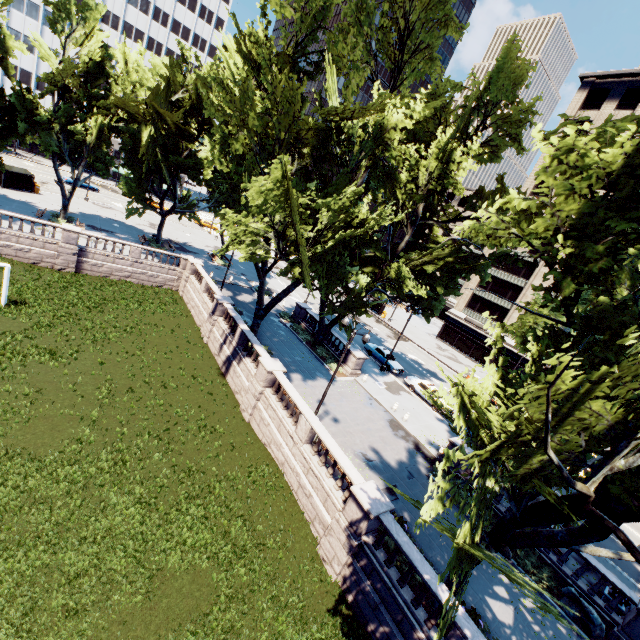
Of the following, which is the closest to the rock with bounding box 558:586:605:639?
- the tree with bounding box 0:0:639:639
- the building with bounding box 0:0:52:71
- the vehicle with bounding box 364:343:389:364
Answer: the tree with bounding box 0:0:639:639

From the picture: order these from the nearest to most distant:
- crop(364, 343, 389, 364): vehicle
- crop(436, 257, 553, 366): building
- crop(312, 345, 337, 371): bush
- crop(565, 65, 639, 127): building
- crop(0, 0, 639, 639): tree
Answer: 1. crop(0, 0, 639, 639): tree
2. crop(312, 345, 337, 371): bush
3. crop(364, 343, 389, 364): vehicle
4. crop(565, 65, 639, 127): building
5. crop(436, 257, 553, 366): building

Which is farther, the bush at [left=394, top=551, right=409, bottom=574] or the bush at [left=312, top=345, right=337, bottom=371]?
the bush at [left=312, top=345, right=337, bottom=371]

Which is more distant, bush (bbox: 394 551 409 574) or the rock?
the rock

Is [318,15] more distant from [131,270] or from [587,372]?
[131,270]

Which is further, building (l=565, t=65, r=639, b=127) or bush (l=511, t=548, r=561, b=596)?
building (l=565, t=65, r=639, b=127)

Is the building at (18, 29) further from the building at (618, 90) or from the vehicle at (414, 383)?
the vehicle at (414, 383)

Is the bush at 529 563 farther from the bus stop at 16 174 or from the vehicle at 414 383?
the bus stop at 16 174
